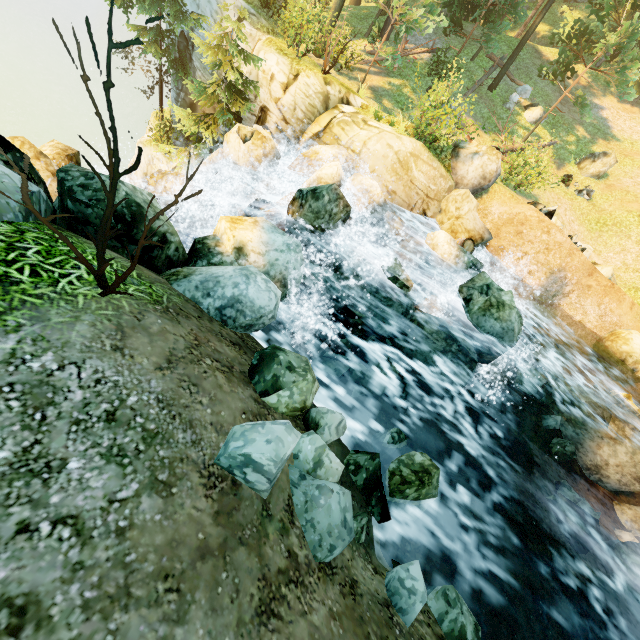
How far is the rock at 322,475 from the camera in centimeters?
287cm

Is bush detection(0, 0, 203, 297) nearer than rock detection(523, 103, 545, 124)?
Yes

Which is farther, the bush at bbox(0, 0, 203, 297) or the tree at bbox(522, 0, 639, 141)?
the tree at bbox(522, 0, 639, 141)

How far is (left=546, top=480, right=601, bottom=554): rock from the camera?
6.9m

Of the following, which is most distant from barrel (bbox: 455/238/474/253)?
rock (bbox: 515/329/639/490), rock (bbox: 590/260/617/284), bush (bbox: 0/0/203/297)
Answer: bush (bbox: 0/0/203/297)

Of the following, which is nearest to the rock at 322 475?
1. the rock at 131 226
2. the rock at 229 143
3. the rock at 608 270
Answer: the rock at 131 226

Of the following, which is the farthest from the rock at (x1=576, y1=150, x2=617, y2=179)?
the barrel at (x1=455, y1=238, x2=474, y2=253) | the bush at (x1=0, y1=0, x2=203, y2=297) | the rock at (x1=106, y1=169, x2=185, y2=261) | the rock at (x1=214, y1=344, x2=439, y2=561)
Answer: the bush at (x1=0, y1=0, x2=203, y2=297)

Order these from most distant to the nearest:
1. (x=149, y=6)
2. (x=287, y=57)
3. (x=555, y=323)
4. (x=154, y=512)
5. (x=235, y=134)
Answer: (x=149, y=6), (x=287, y=57), (x=555, y=323), (x=235, y=134), (x=154, y=512)
